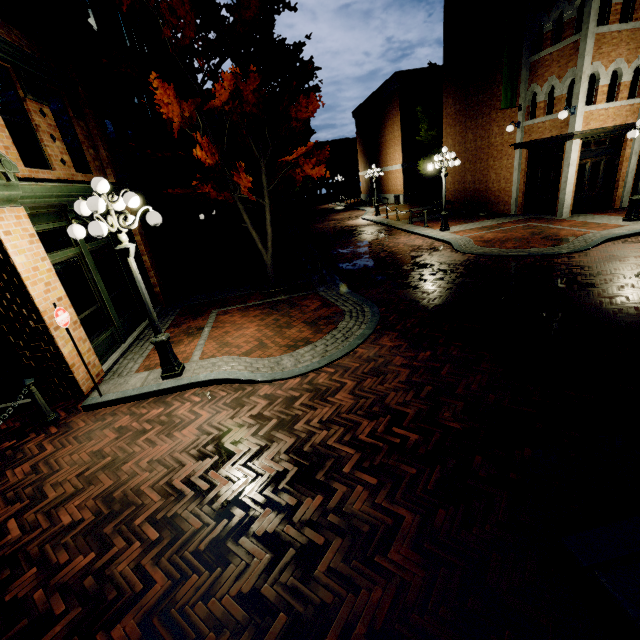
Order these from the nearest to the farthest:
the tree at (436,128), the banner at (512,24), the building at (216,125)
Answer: the banner at (512,24), the tree at (436,128), the building at (216,125)

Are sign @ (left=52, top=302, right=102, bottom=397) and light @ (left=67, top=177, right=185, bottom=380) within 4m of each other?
yes

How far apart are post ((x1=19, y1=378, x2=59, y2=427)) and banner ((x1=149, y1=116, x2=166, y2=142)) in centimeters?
1221cm

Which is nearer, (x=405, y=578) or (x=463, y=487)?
(x=405, y=578)

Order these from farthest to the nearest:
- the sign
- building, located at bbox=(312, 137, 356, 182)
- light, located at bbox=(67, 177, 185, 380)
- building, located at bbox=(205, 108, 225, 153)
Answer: building, located at bbox=(312, 137, 356, 182) < building, located at bbox=(205, 108, 225, 153) < the sign < light, located at bbox=(67, 177, 185, 380)

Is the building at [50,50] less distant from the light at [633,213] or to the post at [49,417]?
the post at [49,417]

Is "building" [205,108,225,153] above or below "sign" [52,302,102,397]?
above

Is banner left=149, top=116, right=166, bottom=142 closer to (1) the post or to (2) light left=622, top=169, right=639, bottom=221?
(1) the post
